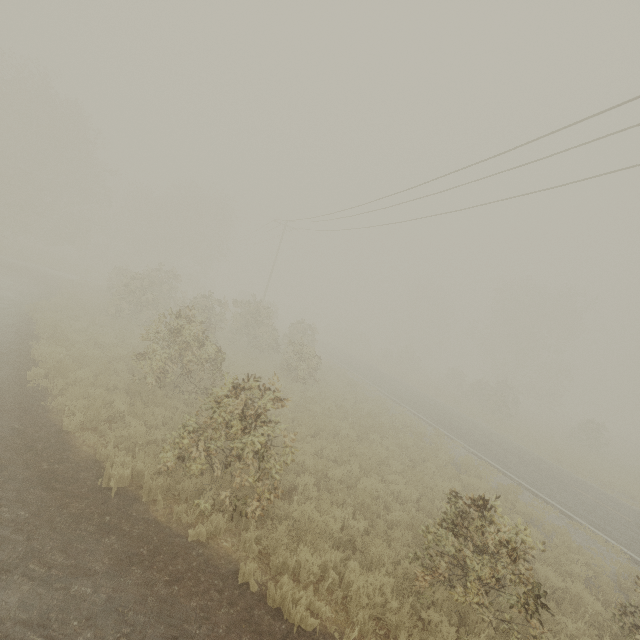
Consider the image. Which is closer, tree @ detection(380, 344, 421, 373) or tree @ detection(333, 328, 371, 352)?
tree @ detection(380, 344, 421, 373)

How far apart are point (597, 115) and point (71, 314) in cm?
2055

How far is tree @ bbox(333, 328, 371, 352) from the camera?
52.16m

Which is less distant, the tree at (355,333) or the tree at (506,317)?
the tree at (506,317)

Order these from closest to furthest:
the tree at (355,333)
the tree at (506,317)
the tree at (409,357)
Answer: the tree at (506,317)
the tree at (409,357)
the tree at (355,333)
